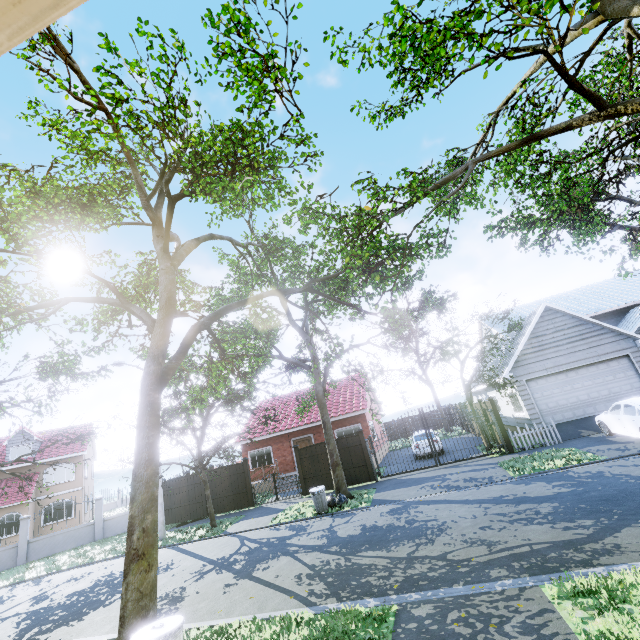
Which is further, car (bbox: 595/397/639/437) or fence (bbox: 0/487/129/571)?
fence (bbox: 0/487/129/571)

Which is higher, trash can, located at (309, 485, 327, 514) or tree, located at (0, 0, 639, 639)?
tree, located at (0, 0, 639, 639)

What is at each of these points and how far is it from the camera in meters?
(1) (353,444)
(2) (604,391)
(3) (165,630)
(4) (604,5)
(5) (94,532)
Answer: (1) fence, 17.1 m
(2) garage door, 16.3 m
(3) trash can, 4.3 m
(4) tree, 6.4 m
(5) fence, 20.5 m

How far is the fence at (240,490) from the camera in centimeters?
1811cm

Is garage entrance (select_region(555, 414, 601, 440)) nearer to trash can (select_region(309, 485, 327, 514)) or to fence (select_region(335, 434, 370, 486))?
fence (select_region(335, 434, 370, 486))

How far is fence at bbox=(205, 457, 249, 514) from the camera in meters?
18.1

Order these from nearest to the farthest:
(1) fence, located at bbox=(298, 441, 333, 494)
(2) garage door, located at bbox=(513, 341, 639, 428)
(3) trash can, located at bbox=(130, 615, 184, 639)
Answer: (3) trash can, located at bbox=(130, 615, 184, 639) < (2) garage door, located at bbox=(513, 341, 639, 428) < (1) fence, located at bbox=(298, 441, 333, 494)

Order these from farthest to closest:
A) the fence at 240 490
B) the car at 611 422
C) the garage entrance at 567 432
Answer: the fence at 240 490 → the garage entrance at 567 432 → the car at 611 422
